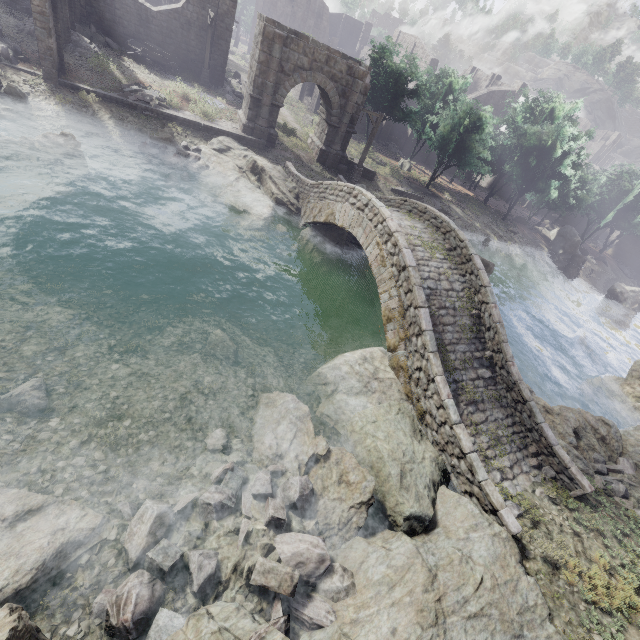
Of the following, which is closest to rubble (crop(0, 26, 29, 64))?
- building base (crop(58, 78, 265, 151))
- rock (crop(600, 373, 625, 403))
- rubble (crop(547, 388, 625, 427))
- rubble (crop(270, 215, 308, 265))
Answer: building base (crop(58, 78, 265, 151))

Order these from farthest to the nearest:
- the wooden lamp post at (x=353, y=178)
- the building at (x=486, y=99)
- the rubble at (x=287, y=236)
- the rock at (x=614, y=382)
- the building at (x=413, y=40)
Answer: the building at (x=413, y=40)
the building at (x=486, y=99)
the wooden lamp post at (x=353, y=178)
the rock at (x=614, y=382)
the rubble at (x=287, y=236)

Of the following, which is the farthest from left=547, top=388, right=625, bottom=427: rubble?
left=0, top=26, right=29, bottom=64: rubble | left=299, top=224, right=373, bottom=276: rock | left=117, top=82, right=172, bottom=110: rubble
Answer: left=0, top=26, right=29, bottom=64: rubble

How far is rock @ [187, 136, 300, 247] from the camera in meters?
16.5 m

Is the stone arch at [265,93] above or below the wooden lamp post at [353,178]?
above

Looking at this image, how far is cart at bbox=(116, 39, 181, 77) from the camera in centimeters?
2231cm

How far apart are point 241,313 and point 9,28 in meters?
21.3

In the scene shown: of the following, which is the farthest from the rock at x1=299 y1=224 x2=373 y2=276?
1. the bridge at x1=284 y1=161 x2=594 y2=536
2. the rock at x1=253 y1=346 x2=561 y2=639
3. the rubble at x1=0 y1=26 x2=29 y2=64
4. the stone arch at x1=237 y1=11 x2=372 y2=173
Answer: the rubble at x1=0 y1=26 x2=29 y2=64
